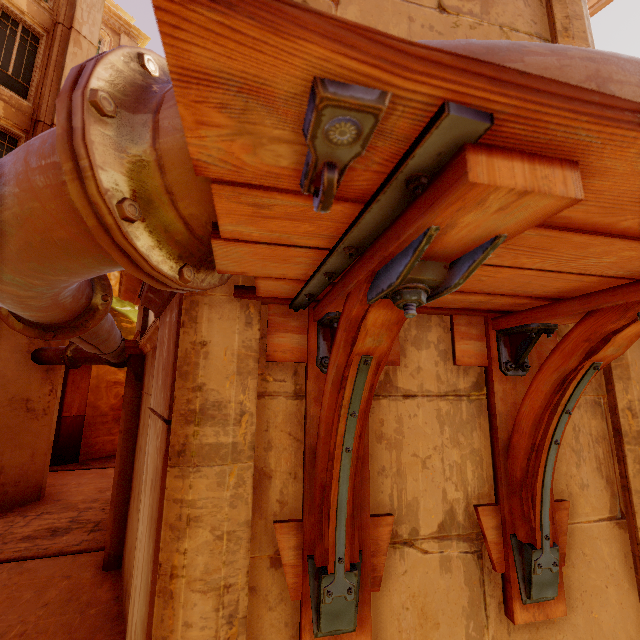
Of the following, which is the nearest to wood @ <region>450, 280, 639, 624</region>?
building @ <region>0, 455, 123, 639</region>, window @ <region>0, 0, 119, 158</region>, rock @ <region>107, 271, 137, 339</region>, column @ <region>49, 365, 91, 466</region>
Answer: building @ <region>0, 455, 123, 639</region>

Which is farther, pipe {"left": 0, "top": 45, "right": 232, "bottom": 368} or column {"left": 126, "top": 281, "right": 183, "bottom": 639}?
column {"left": 126, "top": 281, "right": 183, "bottom": 639}

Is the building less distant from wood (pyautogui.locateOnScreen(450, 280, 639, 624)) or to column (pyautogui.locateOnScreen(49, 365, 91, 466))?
column (pyautogui.locateOnScreen(49, 365, 91, 466))

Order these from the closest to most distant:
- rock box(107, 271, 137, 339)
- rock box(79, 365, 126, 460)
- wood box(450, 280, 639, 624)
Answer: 1. wood box(450, 280, 639, 624)
2. rock box(79, 365, 126, 460)
3. rock box(107, 271, 137, 339)

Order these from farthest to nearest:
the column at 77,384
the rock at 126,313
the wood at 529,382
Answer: the rock at 126,313
the column at 77,384
the wood at 529,382

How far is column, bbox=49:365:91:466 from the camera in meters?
12.8 m

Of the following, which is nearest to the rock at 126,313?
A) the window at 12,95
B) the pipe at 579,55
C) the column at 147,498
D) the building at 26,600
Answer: the building at 26,600

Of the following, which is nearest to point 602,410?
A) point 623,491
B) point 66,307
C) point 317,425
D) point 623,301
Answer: point 623,491
